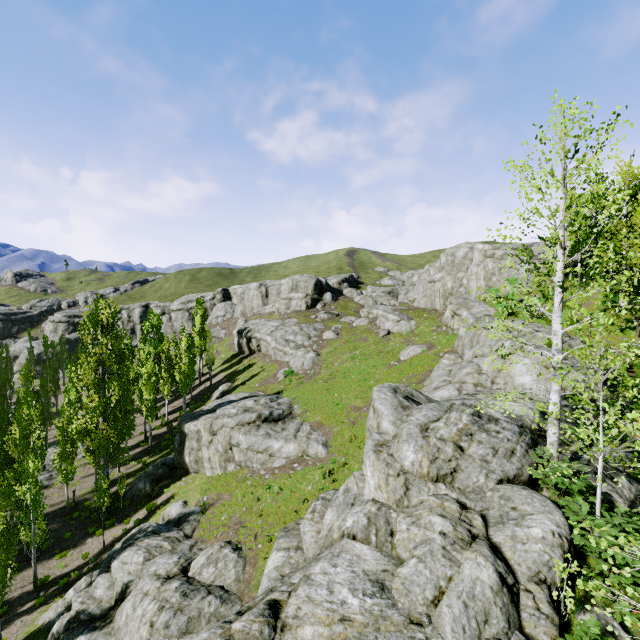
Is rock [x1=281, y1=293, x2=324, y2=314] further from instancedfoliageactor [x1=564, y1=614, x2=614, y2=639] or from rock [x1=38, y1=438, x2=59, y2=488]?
rock [x1=38, y1=438, x2=59, y2=488]

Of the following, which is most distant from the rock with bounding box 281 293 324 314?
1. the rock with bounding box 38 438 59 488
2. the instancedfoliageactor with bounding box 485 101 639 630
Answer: the rock with bounding box 38 438 59 488

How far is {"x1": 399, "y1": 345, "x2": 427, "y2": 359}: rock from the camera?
30.3m

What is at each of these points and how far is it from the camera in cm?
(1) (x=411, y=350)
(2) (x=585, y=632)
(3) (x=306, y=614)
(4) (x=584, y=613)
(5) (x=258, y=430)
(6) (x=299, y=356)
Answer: (1) rock, 3069
(2) instancedfoliageactor, 631
(3) rock, 672
(4) rock, 695
(5) rock, 2464
(6) rock, 4044

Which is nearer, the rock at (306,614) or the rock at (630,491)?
the rock at (306,614)

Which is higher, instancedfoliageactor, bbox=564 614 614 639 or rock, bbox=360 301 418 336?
rock, bbox=360 301 418 336

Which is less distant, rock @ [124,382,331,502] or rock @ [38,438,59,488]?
rock @ [124,382,331,502]

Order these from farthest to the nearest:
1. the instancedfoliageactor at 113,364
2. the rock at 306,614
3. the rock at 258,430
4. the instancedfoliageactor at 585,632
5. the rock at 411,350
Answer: the rock at 411,350
the rock at 258,430
the instancedfoliageactor at 113,364
the rock at 306,614
the instancedfoliageactor at 585,632
